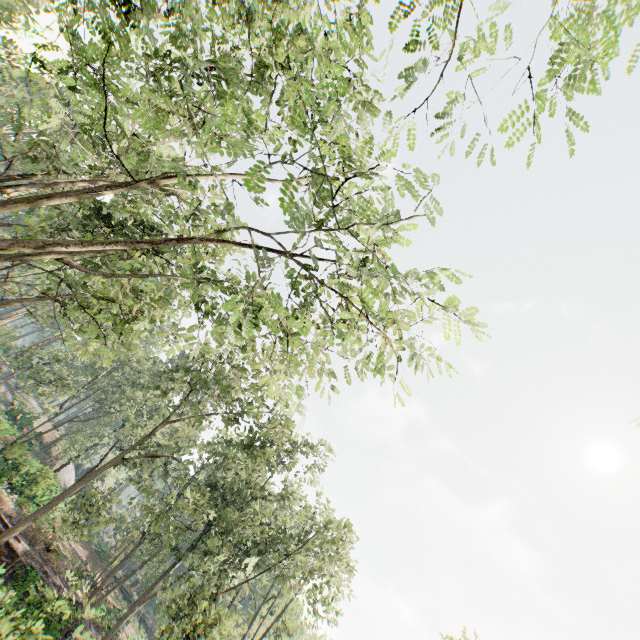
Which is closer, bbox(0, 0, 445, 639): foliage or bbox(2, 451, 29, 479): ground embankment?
bbox(0, 0, 445, 639): foliage

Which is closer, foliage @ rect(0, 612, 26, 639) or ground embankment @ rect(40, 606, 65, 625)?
foliage @ rect(0, 612, 26, 639)

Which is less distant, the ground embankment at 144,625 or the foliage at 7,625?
the foliage at 7,625

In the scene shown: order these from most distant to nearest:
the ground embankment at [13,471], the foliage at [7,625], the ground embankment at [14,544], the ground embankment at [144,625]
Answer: the ground embankment at [144,625], the ground embankment at [13,471], the ground embankment at [14,544], the foliage at [7,625]

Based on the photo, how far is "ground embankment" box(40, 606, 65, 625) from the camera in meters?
14.7

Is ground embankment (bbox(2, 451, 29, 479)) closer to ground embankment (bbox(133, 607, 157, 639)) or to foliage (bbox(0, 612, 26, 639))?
foliage (bbox(0, 612, 26, 639))

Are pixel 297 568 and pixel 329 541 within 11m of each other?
yes

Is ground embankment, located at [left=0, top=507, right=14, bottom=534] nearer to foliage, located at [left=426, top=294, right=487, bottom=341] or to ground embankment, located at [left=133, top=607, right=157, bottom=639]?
foliage, located at [left=426, top=294, right=487, bottom=341]
